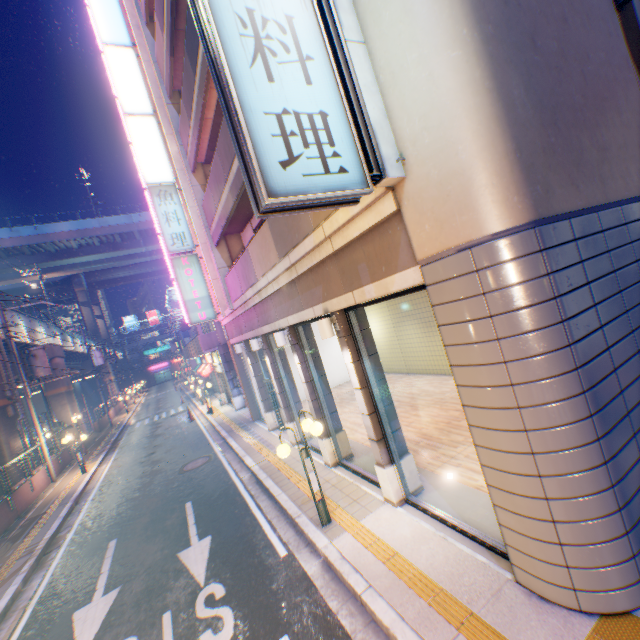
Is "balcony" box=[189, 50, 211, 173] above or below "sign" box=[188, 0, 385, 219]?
above

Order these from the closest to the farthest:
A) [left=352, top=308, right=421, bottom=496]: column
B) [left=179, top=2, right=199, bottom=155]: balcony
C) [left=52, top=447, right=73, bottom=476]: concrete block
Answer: [left=352, top=308, right=421, bottom=496]: column → [left=179, top=2, right=199, bottom=155]: balcony → [left=52, top=447, right=73, bottom=476]: concrete block

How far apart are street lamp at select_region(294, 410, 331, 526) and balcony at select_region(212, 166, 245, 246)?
5.87m

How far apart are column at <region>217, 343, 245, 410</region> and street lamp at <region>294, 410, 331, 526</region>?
14.9m

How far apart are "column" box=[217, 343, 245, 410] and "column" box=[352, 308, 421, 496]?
15.6 meters

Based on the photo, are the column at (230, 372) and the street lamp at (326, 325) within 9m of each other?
no

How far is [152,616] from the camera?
6.0 meters

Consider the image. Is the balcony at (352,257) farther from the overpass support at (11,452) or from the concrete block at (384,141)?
the overpass support at (11,452)
